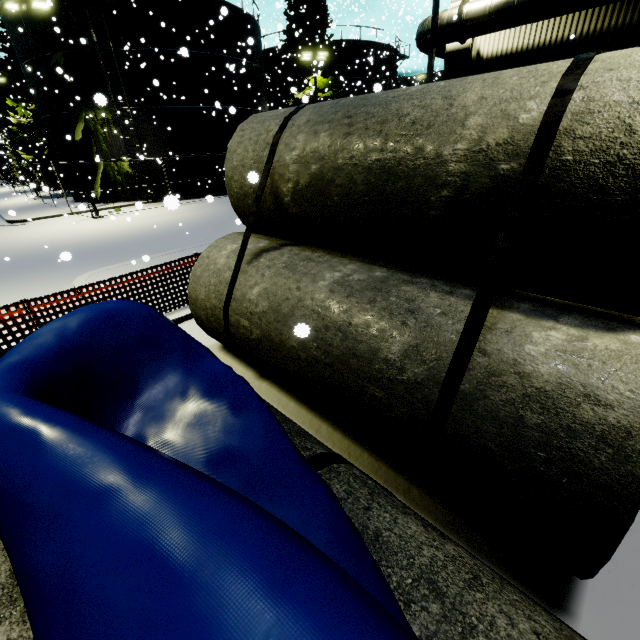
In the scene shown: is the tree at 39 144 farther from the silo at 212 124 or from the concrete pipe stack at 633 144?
the concrete pipe stack at 633 144

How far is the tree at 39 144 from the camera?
28.3 meters

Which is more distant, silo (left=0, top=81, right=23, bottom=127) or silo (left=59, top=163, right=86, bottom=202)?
silo (left=0, top=81, right=23, bottom=127)

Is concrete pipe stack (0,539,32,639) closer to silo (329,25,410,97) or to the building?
the building

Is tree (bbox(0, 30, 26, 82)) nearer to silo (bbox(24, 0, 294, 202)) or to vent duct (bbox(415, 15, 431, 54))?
silo (bbox(24, 0, 294, 202))

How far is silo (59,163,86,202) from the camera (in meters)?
24.69

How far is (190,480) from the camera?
0.9 meters

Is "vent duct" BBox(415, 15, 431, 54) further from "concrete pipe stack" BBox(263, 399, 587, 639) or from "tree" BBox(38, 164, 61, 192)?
"tree" BBox(38, 164, 61, 192)
